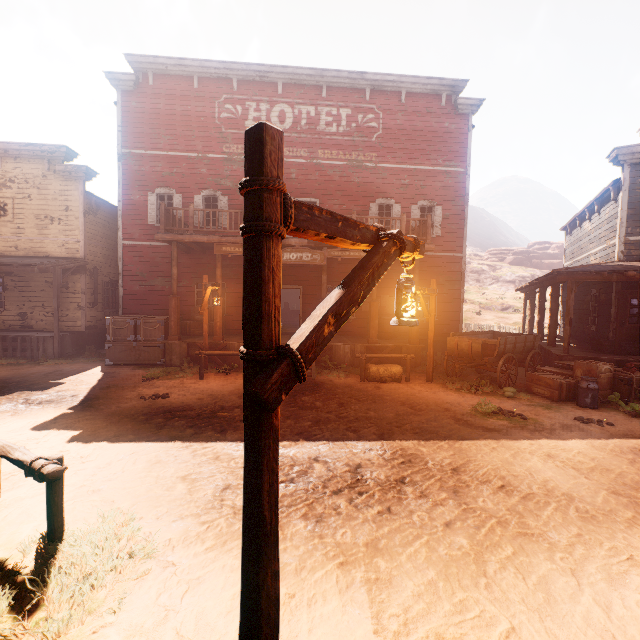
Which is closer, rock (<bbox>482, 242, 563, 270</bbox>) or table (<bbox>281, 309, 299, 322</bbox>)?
table (<bbox>281, 309, 299, 322</bbox>)

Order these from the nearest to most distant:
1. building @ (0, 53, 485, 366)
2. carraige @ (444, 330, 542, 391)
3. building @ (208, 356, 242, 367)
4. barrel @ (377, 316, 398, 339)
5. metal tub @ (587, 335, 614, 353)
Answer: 1. carraige @ (444, 330, 542, 391)
2. metal tub @ (587, 335, 614, 353)
3. building @ (208, 356, 242, 367)
4. building @ (0, 53, 485, 366)
5. barrel @ (377, 316, 398, 339)

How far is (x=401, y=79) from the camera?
14.51m

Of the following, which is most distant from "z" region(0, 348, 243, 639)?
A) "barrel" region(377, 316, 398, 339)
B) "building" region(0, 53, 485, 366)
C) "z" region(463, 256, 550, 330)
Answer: "z" region(463, 256, 550, 330)

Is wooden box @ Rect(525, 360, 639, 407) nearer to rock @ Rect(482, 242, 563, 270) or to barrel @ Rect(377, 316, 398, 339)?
barrel @ Rect(377, 316, 398, 339)

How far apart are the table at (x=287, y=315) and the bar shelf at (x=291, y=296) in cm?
14

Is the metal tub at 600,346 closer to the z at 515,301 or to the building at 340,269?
the building at 340,269

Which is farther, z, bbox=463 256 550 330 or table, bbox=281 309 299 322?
z, bbox=463 256 550 330
